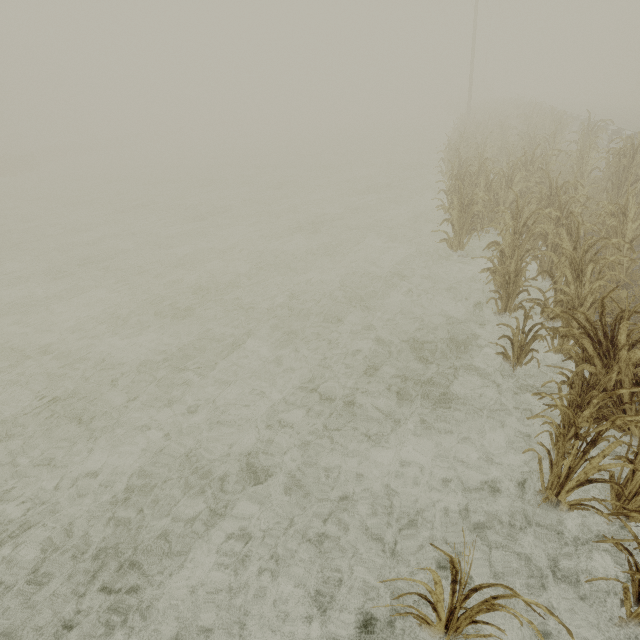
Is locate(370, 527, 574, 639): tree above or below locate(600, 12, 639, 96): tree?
below

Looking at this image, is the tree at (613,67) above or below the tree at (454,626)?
above

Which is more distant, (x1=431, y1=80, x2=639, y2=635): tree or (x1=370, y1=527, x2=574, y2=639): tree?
(x1=431, y1=80, x2=639, y2=635): tree

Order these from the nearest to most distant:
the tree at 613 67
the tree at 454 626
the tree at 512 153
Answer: the tree at 454 626 → the tree at 512 153 → the tree at 613 67

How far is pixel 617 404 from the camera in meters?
3.4 m

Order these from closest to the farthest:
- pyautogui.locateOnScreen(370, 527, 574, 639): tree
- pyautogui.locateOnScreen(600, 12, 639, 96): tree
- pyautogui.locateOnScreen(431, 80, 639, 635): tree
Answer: pyautogui.locateOnScreen(370, 527, 574, 639): tree < pyautogui.locateOnScreen(431, 80, 639, 635): tree < pyautogui.locateOnScreen(600, 12, 639, 96): tree

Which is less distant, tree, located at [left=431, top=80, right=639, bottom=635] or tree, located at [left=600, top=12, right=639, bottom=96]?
tree, located at [left=431, top=80, right=639, bottom=635]
